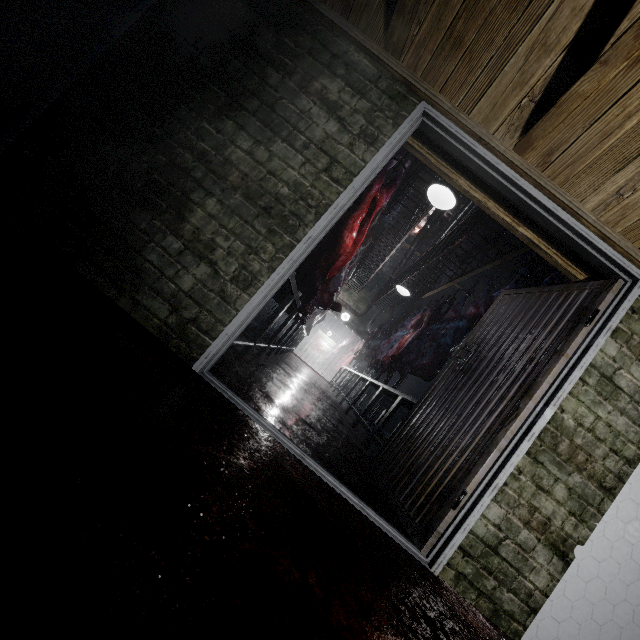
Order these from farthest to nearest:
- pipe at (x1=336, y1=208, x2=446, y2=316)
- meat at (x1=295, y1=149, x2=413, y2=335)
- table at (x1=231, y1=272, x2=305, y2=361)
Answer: pipe at (x1=336, y1=208, x2=446, y2=316), meat at (x1=295, y1=149, x2=413, y2=335), table at (x1=231, y1=272, x2=305, y2=361)

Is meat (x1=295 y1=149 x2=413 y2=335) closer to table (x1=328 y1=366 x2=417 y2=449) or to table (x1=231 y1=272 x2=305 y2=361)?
table (x1=231 y1=272 x2=305 y2=361)

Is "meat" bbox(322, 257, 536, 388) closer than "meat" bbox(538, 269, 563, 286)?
No

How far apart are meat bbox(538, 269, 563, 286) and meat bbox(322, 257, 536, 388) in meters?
2.9

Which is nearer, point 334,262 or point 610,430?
point 610,430

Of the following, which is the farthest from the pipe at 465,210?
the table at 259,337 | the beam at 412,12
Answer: the table at 259,337

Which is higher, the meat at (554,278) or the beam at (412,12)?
the meat at (554,278)

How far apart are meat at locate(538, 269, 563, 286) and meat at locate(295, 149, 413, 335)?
1.79m
